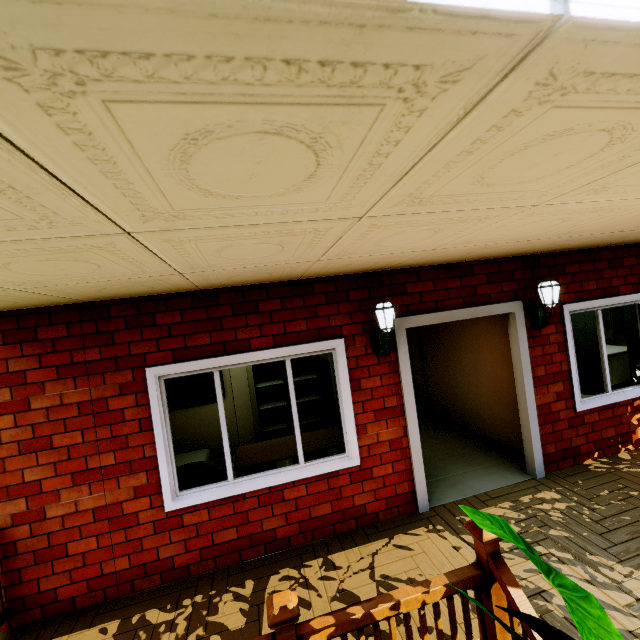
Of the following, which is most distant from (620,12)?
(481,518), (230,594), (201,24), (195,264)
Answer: (230,594)

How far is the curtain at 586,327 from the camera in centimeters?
441cm

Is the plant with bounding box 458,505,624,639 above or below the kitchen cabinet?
above

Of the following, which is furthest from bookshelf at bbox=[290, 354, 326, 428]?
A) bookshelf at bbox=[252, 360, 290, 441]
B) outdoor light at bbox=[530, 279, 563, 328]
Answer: outdoor light at bbox=[530, 279, 563, 328]

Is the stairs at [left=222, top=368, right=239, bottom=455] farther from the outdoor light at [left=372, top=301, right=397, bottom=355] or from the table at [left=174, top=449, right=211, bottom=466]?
the outdoor light at [left=372, top=301, right=397, bottom=355]

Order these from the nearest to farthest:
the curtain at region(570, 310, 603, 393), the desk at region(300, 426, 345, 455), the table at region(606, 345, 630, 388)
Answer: the desk at region(300, 426, 345, 455), the curtain at region(570, 310, 603, 393), the table at region(606, 345, 630, 388)

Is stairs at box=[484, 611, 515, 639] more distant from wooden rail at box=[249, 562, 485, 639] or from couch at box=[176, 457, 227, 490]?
couch at box=[176, 457, 227, 490]

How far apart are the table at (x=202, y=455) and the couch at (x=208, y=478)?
0.4 meters
